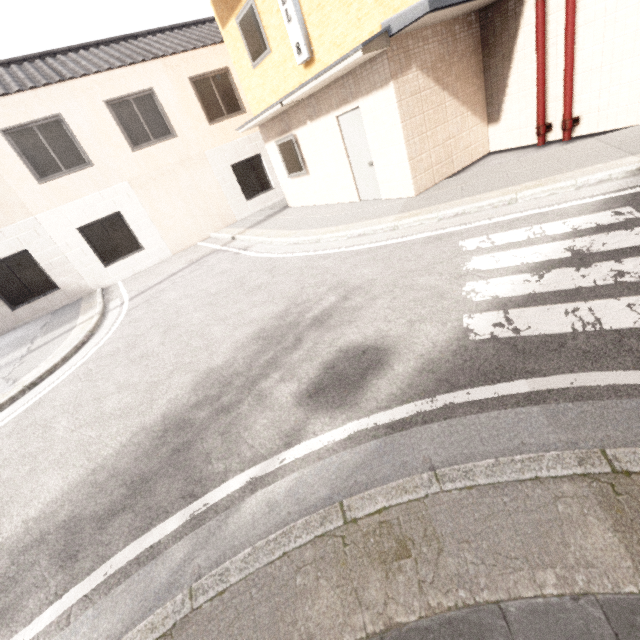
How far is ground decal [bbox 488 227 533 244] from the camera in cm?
421

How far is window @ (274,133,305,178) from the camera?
9.61m

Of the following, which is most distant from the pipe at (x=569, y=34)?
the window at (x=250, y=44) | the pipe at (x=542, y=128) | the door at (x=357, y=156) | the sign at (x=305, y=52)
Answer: the window at (x=250, y=44)

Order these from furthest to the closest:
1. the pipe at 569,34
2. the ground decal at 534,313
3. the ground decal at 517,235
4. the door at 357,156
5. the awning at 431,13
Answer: the door at 357,156 → the pipe at 569,34 → the awning at 431,13 → the ground decal at 517,235 → the ground decal at 534,313

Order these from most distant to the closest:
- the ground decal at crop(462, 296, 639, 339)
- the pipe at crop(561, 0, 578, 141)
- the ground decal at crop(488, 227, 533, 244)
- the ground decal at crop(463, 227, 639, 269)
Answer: the pipe at crop(561, 0, 578, 141) → the ground decal at crop(488, 227, 533, 244) → the ground decal at crop(463, 227, 639, 269) → the ground decal at crop(462, 296, 639, 339)

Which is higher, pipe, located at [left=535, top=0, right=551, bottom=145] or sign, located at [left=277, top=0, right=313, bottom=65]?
sign, located at [left=277, top=0, right=313, bottom=65]

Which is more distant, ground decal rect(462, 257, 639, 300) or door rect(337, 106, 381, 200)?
door rect(337, 106, 381, 200)

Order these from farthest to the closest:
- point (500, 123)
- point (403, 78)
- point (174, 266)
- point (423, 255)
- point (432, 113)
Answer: point (174, 266)
point (500, 123)
point (432, 113)
point (403, 78)
point (423, 255)
